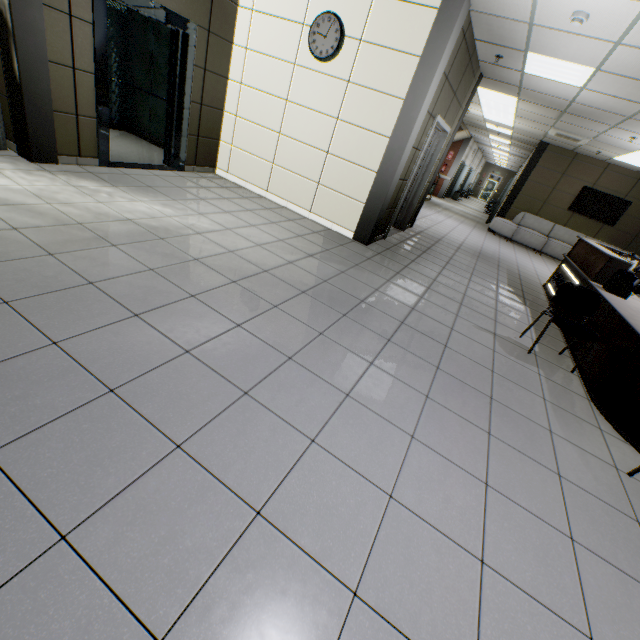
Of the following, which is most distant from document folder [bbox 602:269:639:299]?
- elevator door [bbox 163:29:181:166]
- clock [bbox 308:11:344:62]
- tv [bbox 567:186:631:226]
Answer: tv [bbox 567:186:631:226]

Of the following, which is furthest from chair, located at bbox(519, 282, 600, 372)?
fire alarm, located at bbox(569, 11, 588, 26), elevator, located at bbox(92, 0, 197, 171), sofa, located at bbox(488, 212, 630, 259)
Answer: sofa, located at bbox(488, 212, 630, 259)

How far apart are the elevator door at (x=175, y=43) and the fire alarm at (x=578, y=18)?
5.15m

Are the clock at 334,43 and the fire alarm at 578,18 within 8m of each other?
yes

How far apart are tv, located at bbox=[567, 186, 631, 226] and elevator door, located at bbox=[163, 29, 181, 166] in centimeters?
1264cm

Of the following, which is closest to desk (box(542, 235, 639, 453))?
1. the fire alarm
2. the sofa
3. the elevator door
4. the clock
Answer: the sofa

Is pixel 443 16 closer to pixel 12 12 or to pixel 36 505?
pixel 12 12

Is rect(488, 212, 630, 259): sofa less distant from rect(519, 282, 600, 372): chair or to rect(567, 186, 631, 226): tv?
rect(567, 186, 631, 226): tv
